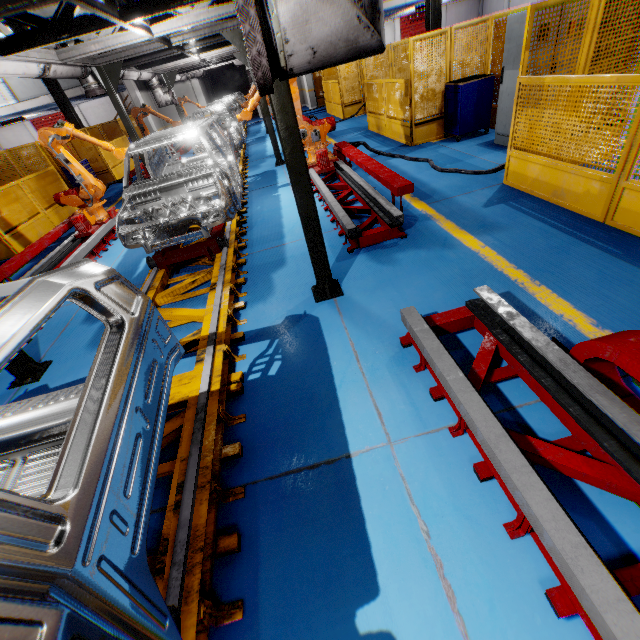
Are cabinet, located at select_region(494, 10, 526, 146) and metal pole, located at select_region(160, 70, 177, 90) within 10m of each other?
no

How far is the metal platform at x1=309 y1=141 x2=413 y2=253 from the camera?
4.66m

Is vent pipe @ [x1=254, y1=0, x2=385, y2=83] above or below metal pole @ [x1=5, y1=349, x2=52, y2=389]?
above

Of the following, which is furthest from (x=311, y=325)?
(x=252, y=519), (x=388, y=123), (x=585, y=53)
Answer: (x=388, y=123)

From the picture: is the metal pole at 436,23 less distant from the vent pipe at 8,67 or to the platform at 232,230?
the platform at 232,230

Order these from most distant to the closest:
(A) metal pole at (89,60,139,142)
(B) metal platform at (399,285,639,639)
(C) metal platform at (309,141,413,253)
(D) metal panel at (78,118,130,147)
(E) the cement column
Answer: (E) the cement column, (D) metal panel at (78,118,130,147), (A) metal pole at (89,60,139,142), (C) metal platform at (309,141,413,253), (B) metal platform at (399,285,639,639)

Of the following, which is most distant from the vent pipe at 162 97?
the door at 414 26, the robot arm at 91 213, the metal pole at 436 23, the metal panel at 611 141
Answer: the door at 414 26

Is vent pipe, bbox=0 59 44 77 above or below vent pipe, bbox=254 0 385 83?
above
